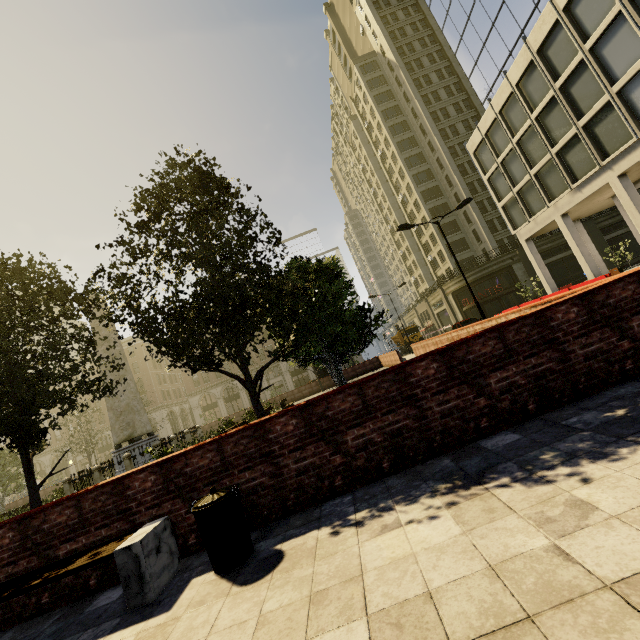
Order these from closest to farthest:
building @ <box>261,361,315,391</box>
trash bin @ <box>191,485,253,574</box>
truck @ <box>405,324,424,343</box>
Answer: trash bin @ <box>191,485,253,574</box>, truck @ <box>405,324,424,343</box>, building @ <box>261,361,315,391</box>

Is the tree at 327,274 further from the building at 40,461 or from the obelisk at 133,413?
the building at 40,461

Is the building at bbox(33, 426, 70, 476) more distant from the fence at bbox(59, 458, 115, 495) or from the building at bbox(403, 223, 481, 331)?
the fence at bbox(59, 458, 115, 495)

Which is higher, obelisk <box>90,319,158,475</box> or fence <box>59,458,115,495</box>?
obelisk <box>90,319,158,475</box>

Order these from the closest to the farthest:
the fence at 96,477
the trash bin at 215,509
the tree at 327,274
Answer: the trash bin at 215,509, the tree at 327,274, the fence at 96,477

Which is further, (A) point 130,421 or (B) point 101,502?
(A) point 130,421

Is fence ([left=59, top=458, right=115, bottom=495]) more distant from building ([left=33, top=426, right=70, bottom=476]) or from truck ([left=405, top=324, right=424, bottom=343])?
building ([left=33, top=426, right=70, bottom=476])

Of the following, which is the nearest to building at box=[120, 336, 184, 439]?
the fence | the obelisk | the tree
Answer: the tree
